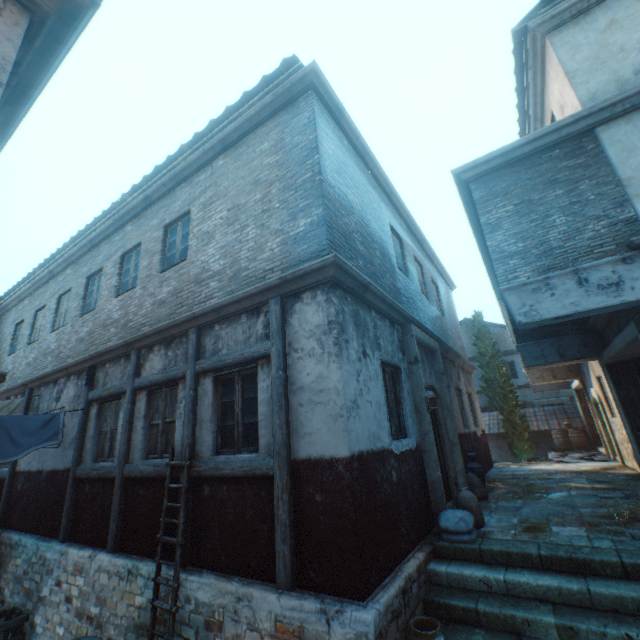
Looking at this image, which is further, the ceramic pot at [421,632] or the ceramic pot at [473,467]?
the ceramic pot at [473,467]

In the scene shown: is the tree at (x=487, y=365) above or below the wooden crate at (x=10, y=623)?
above

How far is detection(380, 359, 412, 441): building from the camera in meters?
5.6 m

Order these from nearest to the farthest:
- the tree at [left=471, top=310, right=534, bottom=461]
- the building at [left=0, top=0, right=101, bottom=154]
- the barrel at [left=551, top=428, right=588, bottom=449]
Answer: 1. the building at [left=0, top=0, right=101, bottom=154]
2. the barrel at [left=551, top=428, right=588, bottom=449]
3. the tree at [left=471, top=310, right=534, bottom=461]

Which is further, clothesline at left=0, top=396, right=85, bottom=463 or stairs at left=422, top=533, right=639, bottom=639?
clothesline at left=0, top=396, right=85, bottom=463

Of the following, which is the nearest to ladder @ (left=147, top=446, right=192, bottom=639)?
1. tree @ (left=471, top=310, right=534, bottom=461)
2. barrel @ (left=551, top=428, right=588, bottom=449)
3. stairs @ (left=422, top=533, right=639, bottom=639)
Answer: stairs @ (left=422, top=533, right=639, bottom=639)

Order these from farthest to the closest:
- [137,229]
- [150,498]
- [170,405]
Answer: [137,229]
[170,405]
[150,498]

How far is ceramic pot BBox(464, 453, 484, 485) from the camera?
7.75m
